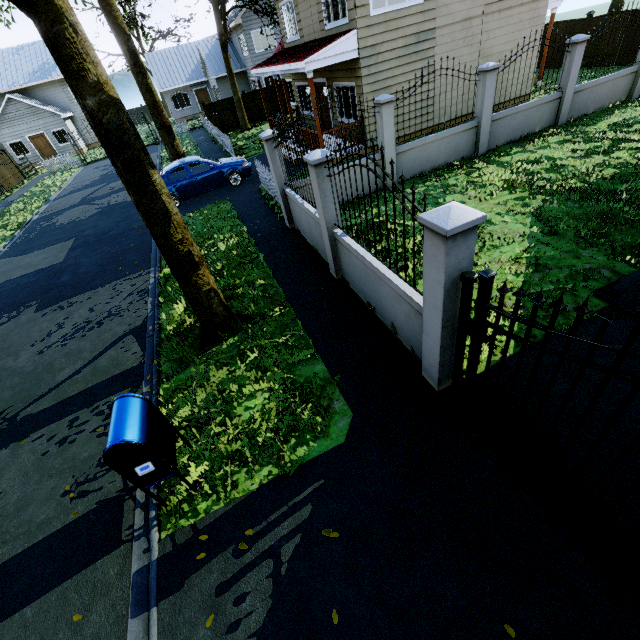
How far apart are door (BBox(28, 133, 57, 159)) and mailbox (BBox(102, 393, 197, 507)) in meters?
41.7

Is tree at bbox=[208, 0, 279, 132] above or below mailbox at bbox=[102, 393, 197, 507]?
above

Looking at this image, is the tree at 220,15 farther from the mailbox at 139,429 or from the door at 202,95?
the door at 202,95

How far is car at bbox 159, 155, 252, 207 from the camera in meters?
12.9 m

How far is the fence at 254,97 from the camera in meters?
24.4 m

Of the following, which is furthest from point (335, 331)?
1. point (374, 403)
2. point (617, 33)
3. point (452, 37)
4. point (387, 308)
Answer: point (617, 33)

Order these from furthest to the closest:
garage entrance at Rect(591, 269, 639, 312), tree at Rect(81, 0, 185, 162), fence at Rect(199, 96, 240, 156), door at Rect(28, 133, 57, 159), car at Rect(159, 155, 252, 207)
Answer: door at Rect(28, 133, 57, 159) → fence at Rect(199, 96, 240, 156) → tree at Rect(81, 0, 185, 162) → car at Rect(159, 155, 252, 207) → garage entrance at Rect(591, 269, 639, 312)

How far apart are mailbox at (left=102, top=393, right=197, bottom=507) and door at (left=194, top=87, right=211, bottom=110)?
43.9m
